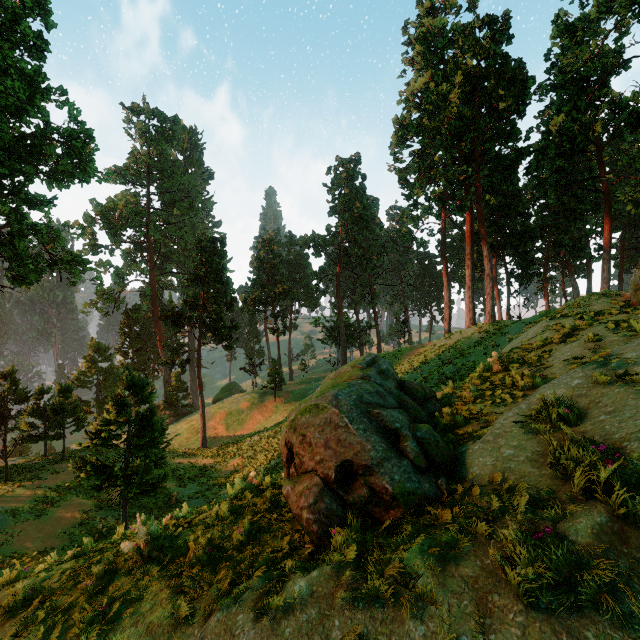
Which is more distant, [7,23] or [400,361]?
[400,361]

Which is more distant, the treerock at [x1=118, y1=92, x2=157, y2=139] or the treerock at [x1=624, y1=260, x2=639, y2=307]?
the treerock at [x1=118, y1=92, x2=157, y2=139]

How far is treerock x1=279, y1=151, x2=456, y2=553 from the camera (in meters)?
5.00

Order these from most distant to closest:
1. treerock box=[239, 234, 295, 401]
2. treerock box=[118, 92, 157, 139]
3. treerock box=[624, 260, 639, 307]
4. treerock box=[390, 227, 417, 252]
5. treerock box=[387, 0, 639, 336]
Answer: treerock box=[118, 92, 157, 139], treerock box=[390, 227, 417, 252], treerock box=[239, 234, 295, 401], treerock box=[387, 0, 639, 336], treerock box=[624, 260, 639, 307]

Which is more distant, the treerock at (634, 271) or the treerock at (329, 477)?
the treerock at (634, 271)

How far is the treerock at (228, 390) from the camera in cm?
5580
